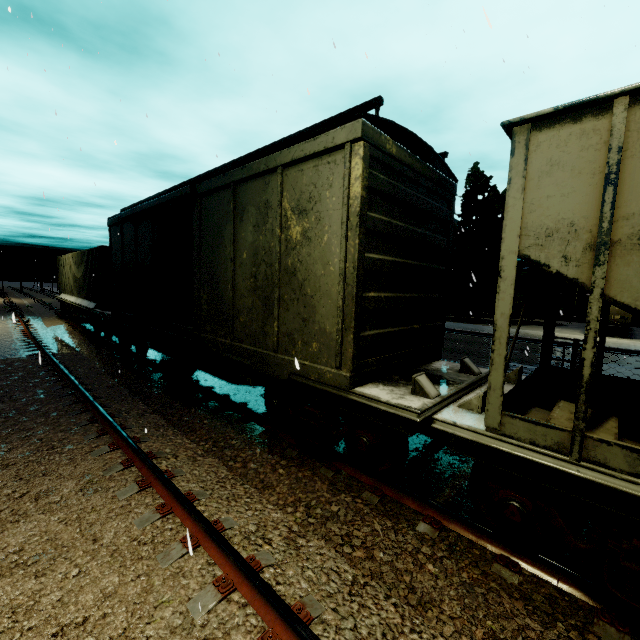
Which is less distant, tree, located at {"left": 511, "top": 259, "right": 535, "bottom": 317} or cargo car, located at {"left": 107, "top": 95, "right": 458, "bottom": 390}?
cargo car, located at {"left": 107, "top": 95, "right": 458, "bottom": 390}

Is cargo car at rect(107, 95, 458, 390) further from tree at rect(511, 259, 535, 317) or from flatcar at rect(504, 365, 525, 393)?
tree at rect(511, 259, 535, 317)

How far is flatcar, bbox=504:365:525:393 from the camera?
4.7 meters

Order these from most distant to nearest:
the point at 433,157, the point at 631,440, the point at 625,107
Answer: the point at 433,157
the point at 631,440
the point at 625,107

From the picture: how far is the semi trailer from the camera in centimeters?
2356cm

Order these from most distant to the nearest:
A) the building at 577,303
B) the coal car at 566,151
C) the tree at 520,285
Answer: the building at 577,303
the tree at 520,285
the coal car at 566,151

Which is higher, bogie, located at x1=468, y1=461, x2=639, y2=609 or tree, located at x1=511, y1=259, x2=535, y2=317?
tree, located at x1=511, y1=259, x2=535, y2=317

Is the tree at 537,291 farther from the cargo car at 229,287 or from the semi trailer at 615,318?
the cargo car at 229,287
